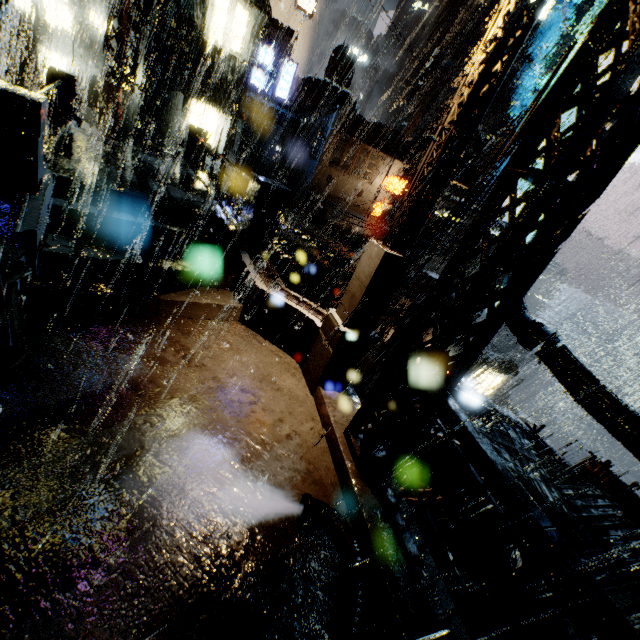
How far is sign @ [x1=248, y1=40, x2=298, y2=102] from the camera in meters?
24.8

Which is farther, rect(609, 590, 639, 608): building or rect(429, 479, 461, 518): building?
rect(429, 479, 461, 518): building

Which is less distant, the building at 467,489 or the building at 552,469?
the building at 467,489

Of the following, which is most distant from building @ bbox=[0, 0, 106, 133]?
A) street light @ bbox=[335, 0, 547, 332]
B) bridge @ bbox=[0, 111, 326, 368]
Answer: street light @ bbox=[335, 0, 547, 332]

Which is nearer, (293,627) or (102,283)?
(293,627)

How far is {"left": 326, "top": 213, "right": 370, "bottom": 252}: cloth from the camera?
31.6m

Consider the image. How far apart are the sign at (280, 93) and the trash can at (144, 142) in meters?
12.3
